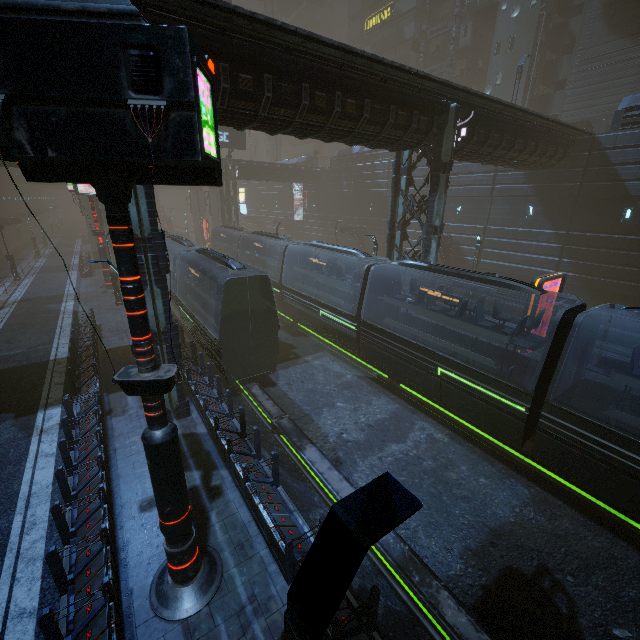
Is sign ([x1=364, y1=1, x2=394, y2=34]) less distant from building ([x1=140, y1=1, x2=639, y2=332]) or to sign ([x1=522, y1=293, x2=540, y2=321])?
building ([x1=140, y1=1, x2=639, y2=332])

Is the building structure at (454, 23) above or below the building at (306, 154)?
above

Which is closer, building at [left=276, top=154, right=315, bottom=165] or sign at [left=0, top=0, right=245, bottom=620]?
sign at [left=0, top=0, right=245, bottom=620]

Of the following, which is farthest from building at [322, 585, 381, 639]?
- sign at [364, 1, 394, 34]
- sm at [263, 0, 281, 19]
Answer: sm at [263, 0, 281, 19]

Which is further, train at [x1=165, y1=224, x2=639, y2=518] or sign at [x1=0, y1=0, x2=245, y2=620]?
train at [x1=165, y1=224, x2=639, y2=518]

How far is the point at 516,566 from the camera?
8.2 meters

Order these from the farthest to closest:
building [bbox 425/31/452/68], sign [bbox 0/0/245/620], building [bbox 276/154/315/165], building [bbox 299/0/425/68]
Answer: building [bbox 276/154/315/165], building [bbox 299/0/425/68], building [bbox 425/31/452/68], sign [bbox 0/0/245/620]

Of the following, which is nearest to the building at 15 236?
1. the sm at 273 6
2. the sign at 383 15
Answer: the sign at 383 15
